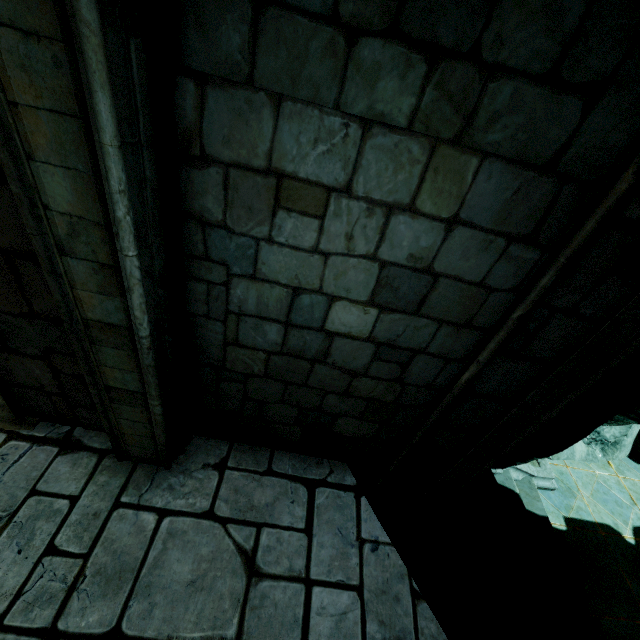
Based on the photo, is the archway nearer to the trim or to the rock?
the trim

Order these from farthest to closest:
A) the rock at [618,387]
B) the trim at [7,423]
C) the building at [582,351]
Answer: the rock at [618,387], the trim at [7,423], the building at [582,351]

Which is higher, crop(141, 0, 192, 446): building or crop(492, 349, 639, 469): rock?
crop(141, 0, 192, 446): building

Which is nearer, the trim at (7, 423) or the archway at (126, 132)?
the archway at (126, 132)

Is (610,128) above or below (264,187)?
above

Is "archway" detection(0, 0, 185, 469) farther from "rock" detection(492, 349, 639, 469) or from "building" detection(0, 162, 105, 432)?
"rock" detection(492, 349, 639, 469)

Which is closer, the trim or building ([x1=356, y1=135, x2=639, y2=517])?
building ([x1=356, y1=135, x2=639, y2=517])

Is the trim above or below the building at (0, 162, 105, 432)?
below
